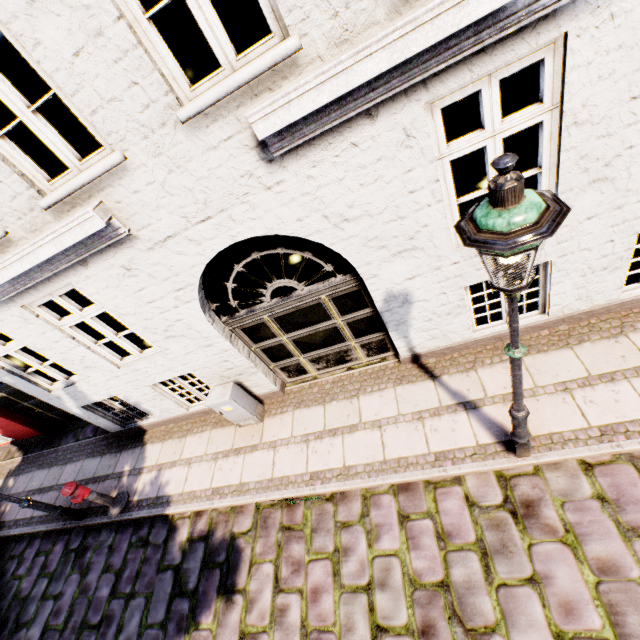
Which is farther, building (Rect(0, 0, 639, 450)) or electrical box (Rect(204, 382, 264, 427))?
electrical box (Rect(204, 382, 264, 427))

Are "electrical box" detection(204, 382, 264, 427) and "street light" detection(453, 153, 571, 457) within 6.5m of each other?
yes

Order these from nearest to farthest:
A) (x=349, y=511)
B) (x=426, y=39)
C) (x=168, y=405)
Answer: (x=426, y=39) → (x=349, y=511) → (x=168, y=405)

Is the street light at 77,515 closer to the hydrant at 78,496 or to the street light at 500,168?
the hydrant at 78,496

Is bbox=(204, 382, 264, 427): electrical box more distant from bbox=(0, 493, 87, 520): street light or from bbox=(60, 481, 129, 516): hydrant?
bbox=(0, 493, 87, 520): street light

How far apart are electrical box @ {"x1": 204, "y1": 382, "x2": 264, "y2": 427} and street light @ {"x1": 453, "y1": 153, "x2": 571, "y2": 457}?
4.2m

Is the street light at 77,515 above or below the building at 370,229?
below

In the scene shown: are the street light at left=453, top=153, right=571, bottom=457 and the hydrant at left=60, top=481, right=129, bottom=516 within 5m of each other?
no
